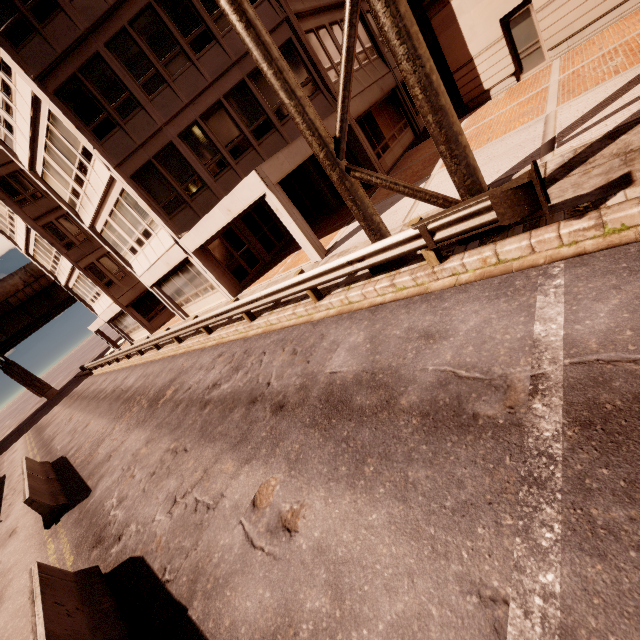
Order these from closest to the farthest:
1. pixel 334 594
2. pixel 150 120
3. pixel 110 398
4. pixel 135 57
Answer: pixel 334 594 < pixel 135 57 < pixel 150 120 < pixel 110 398

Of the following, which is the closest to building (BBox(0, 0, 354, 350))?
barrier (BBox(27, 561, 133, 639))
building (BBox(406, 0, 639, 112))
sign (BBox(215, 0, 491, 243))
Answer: building (BBox(406, 0, 639, 112))

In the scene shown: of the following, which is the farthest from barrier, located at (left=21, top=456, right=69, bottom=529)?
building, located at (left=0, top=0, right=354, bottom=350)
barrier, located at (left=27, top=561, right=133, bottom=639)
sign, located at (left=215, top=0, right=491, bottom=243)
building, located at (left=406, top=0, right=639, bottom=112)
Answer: building, located at (left=406, top=0, right=639, bottom=112)

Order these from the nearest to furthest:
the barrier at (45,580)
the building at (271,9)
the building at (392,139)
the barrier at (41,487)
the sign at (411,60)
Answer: →
1. the barrier at (45,580)
2. the sign at (411,60)
3. the barrier at (41,487)
4. the building at (271,9)
5. the building at (392,139)

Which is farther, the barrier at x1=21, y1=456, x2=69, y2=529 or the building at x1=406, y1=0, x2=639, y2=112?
the building at x1=406, y1=0, x2=639, y2=112

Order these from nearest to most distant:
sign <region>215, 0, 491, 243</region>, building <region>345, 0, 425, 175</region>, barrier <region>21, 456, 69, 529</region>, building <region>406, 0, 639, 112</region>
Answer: sign <region>215, 0, 491, 243</region>, barrier <region>21, 456, 69, 529</region>, building <region>406, 0, 639, 112</region>, building <region>345, 0, 425, 175</region>

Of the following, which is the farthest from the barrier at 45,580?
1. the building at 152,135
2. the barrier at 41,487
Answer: the building at 152,135

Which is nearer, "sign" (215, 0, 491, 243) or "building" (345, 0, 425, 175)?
"sign" (215, 0, 491, 243)
